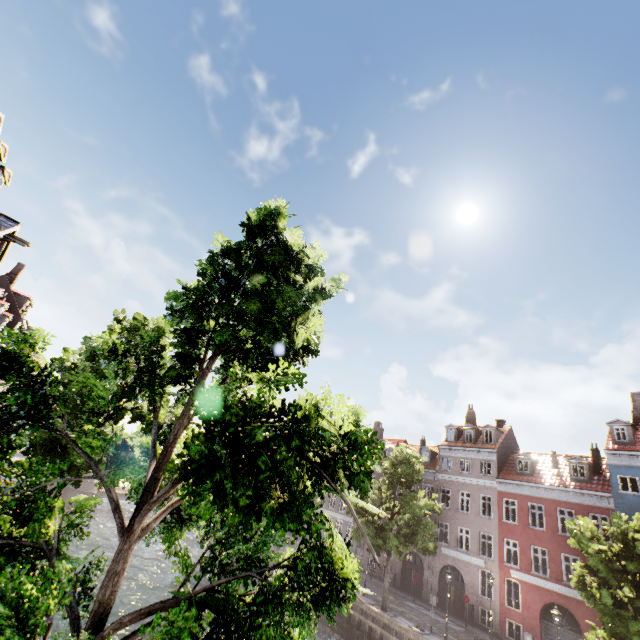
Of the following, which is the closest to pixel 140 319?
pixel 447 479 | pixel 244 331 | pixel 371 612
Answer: pixel 244 331

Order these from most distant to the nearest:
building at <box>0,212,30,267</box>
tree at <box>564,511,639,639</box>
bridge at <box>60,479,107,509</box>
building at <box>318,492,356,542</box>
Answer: building at <box>318,492,356,542</box> → bridge at <box>60,479,107,509</box> → building at <box>0,212,30,267</box> → tree at <box>564,511,639,639</box>

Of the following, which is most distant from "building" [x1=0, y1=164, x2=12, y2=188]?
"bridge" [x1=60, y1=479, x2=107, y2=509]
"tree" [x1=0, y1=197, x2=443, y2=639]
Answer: "bridge" [x1=60, y1=479, x2=107, y2=509]

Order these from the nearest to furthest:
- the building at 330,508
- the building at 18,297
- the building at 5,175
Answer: the building at 5,175
the building at 18,297
the building at 330,508

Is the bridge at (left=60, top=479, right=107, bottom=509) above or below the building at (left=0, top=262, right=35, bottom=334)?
below

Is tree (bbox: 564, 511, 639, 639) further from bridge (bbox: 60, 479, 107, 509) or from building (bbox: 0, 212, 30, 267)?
building (bbox: 0, 212, 30, 267)

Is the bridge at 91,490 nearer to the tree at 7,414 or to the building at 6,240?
the tree at 7,414
